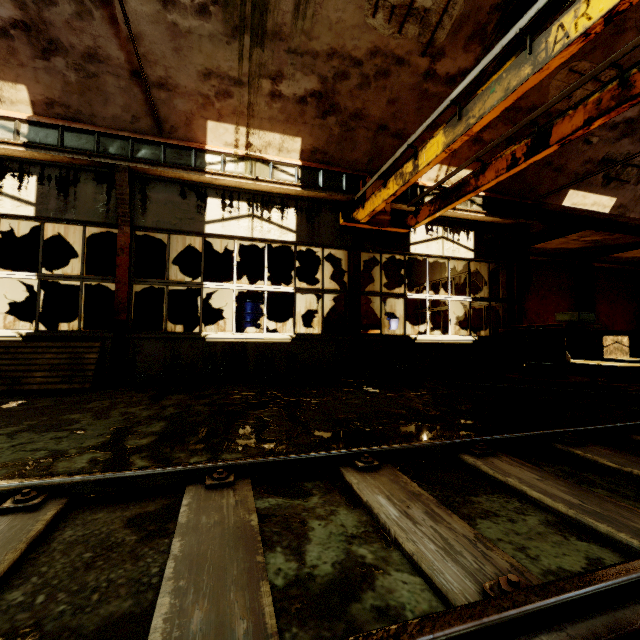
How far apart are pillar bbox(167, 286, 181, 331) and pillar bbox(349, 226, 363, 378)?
6.0m

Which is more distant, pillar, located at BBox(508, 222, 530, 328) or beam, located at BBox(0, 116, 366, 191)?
pillar, located at BBox(508, 222, 530, 328)

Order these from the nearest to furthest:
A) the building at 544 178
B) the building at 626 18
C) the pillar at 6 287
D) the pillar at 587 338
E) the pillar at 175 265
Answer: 1. the building at 626 18
2. the building at 544 178
3. the pillar at 6 287
4. the pillar at 175 265
5. the pillar at 587 338

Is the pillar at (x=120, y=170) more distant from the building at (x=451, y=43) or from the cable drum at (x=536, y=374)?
→ the cable drum at (x=536, y=374)

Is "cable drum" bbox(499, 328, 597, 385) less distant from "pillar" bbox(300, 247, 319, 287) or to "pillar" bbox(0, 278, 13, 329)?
"pillar" bbox(300, 247, 319, 287)

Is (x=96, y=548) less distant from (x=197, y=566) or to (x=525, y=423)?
(x=197, y=566)

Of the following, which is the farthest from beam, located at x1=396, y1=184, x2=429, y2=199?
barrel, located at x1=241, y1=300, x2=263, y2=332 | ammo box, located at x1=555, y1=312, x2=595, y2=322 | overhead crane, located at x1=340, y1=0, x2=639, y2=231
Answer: barrel, located at x1=241, y1=300, x2=263, y2=332

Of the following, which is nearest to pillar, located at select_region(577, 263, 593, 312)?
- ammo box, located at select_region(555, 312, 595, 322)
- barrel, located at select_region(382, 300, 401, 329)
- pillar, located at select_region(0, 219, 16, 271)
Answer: ammo box, located at select_region(555, 312, 595, 322)
